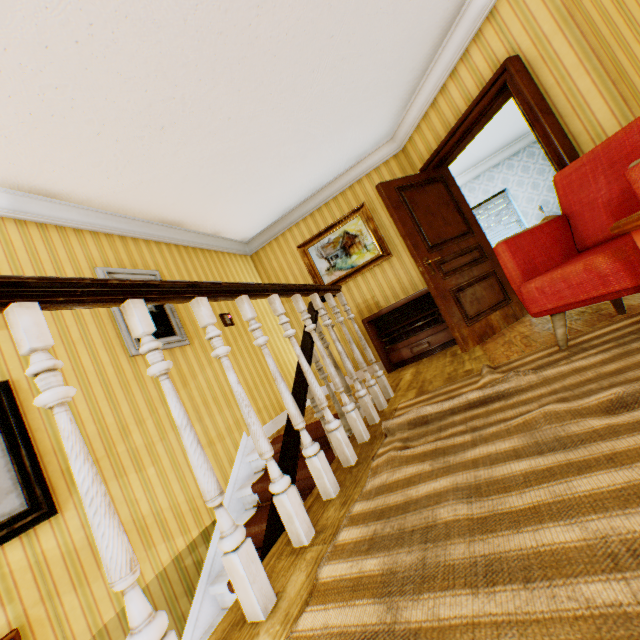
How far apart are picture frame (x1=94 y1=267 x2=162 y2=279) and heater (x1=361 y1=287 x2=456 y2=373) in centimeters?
244cm

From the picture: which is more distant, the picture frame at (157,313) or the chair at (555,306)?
the picture frame at (157,313)

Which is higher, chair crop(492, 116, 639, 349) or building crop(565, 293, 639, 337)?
chair crop(492, 116, 639, 349)

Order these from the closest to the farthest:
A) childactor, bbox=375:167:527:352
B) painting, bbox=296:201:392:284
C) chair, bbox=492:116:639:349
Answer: chair, bbox=492:116:639:349
childactor, bbox=375:167:527:352
painting, bbox=296:201:392:284

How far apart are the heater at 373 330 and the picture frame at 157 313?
2.4 meters

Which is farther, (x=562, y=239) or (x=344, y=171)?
(x=344, y=171)

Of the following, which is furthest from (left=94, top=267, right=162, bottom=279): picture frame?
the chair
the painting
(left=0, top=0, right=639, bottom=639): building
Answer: the chair
